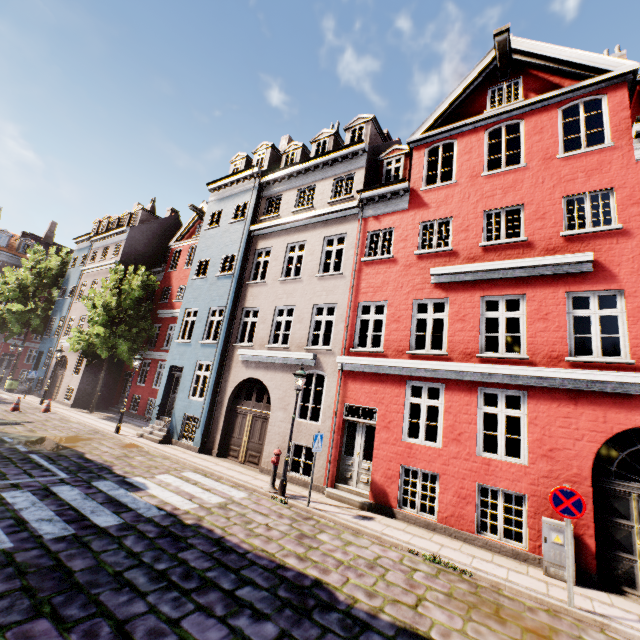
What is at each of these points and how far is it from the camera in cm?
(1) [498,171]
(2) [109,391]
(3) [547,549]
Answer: (1) building, 1019
(2) building, 2330
(3) electrical box, 683

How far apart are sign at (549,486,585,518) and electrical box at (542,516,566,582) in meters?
1.2

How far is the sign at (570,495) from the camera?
5.86m

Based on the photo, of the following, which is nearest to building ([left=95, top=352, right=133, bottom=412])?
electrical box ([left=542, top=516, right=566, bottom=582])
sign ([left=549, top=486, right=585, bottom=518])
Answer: electrical box ([left=542, top=516, right=566, bottom=582])

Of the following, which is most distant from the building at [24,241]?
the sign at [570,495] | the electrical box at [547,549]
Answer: the sign at [570,495]

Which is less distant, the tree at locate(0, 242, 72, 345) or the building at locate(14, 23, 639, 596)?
the building at locate(14, 23, 639, 596)

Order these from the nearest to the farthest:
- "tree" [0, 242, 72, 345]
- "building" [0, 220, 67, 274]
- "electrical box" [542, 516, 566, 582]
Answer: "electrical box" [542, 516, 566, 582]
"tree" [0, 242, 72, 345]
"building" [0, 220, 67, 274]

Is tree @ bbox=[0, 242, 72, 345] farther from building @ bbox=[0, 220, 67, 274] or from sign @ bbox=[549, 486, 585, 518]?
sign @ bbox=[549, 486, 585, 518]
